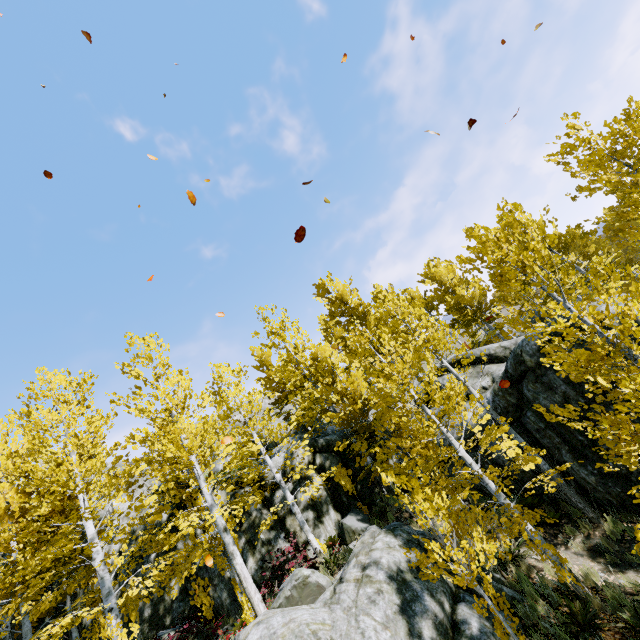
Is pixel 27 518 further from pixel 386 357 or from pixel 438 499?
pixel 386 357

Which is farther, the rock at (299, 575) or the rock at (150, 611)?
the rock at (150, 611)

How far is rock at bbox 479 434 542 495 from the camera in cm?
1055

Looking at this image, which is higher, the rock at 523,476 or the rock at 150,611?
the rock at 150,611

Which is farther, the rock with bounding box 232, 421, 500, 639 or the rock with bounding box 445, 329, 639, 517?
the rock with bounding box 445, 329, 639, 517

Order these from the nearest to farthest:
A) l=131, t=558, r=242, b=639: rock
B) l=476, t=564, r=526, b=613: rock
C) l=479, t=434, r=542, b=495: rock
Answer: l=476, t=564, r=526, b=613: rock, l=479, t=434, r=542, b=495: rock, l=131, t=558, r=242, b=639: rock
